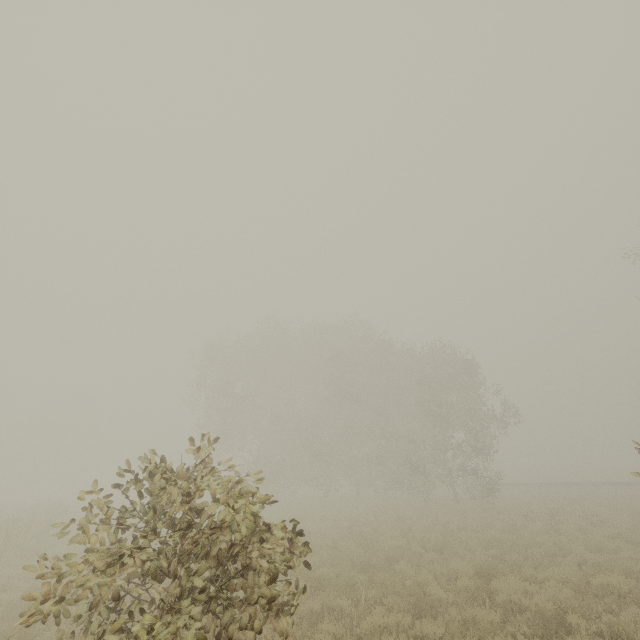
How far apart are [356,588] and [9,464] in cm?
6119
